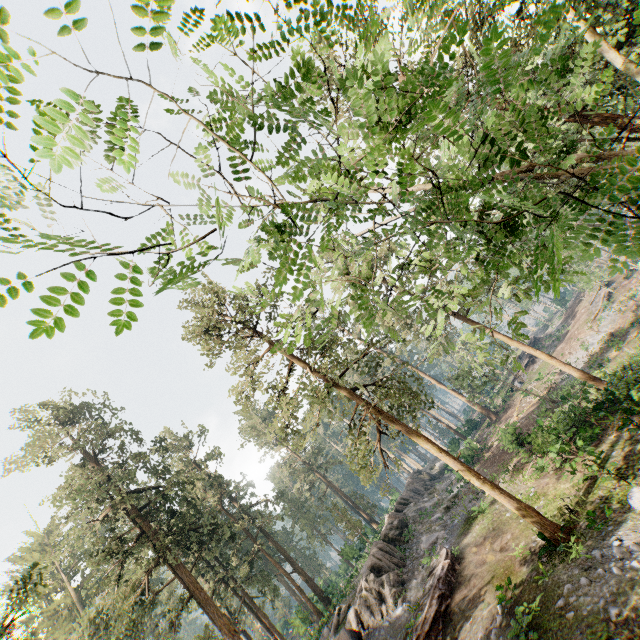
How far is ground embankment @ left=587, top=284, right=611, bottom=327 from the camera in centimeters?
3847cm

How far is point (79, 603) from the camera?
43.66m

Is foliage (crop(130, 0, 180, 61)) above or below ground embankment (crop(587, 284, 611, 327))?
above

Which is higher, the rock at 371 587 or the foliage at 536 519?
the foliage at 536 519

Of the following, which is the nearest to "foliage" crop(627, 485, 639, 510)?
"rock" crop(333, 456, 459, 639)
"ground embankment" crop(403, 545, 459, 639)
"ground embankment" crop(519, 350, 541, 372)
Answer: "rock" crop(333, 456, 459, 639)

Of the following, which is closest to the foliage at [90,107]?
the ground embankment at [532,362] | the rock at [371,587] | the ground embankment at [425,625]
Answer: the rock at [371,587]

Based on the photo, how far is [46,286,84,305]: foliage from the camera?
1.4 meters
